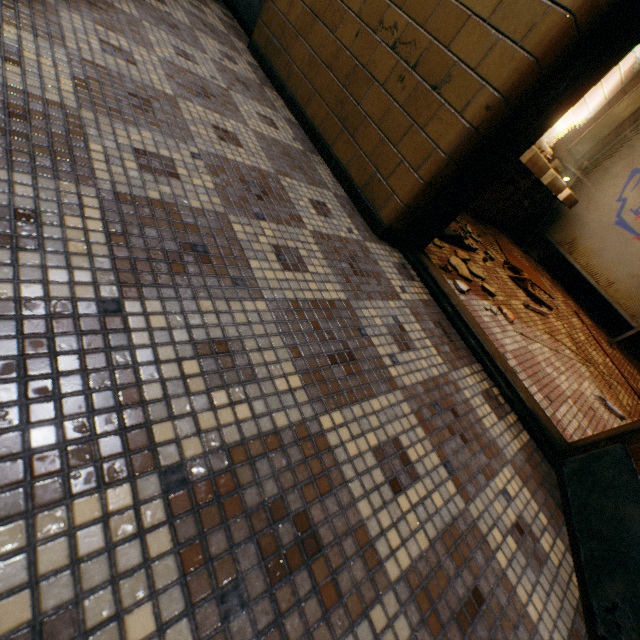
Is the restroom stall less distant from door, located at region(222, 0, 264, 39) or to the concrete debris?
the concrete debris

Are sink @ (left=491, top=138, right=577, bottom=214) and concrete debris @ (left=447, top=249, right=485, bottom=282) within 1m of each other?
no

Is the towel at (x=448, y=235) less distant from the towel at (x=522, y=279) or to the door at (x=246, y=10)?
the towel at (x=522, y=279)

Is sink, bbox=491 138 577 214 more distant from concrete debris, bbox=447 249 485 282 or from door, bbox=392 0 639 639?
door, bbox=392 0 639 639

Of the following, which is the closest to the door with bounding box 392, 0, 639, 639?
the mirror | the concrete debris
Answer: the concrete debris

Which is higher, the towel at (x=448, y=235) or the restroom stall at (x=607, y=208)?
the restroom stall at (x=607, y=208)

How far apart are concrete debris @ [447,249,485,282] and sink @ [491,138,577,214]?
1.50m

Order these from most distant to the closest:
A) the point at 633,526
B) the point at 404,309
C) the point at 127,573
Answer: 1. the point at 404,309
2. the point at 633,526
3. the point at 127,573
